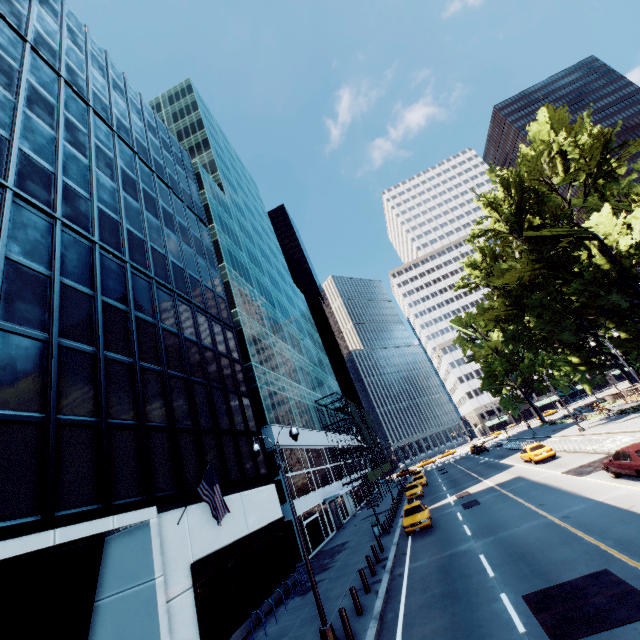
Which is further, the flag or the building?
the flag

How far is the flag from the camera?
13.41m

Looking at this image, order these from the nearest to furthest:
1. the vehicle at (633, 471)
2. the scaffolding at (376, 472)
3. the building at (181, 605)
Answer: the building at (181, 605) < the vehicle at (633, 471) < the scaffolding at (376, 472)

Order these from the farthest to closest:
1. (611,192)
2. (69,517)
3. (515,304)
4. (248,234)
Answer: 1. (248,234)
2. (611,192)
3. (515,304)
4. (69,517)

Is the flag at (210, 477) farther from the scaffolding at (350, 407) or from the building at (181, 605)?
the scaffolding at (350, 407)

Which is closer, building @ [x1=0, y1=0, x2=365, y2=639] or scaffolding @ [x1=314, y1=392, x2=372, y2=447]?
building @ [x1=0, y1=0, x2=365, y2=639]

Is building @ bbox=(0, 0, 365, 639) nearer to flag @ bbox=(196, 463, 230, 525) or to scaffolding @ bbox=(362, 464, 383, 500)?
flag @ bbox=(196, 463, 230, 525)

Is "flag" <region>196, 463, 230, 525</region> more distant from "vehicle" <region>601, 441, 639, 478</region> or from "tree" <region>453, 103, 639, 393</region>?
"tree" <region>453, 103, 639, 393</region>
